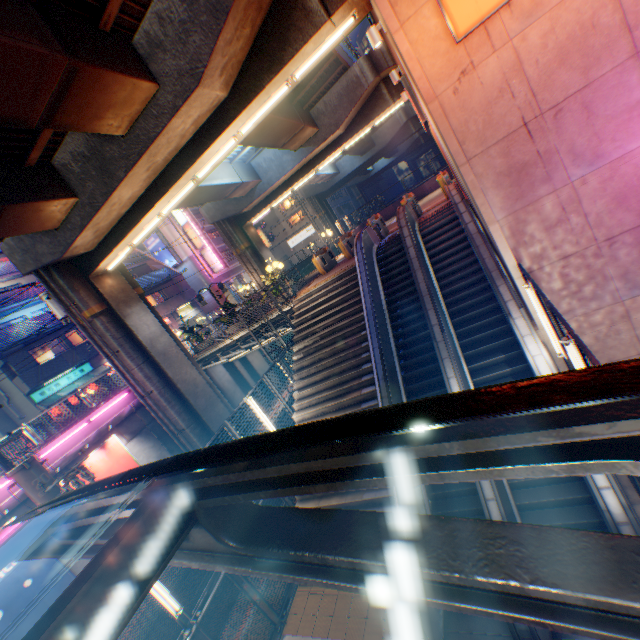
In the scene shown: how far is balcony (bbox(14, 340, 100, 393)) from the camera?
21.81m

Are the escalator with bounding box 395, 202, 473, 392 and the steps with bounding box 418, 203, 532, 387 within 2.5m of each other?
yes

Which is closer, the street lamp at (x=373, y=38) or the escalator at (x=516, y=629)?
the escalator at (x=516, y=629)

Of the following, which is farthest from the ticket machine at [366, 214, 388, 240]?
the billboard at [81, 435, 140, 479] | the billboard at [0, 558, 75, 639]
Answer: the billboard at [0, 558, 75, 639]

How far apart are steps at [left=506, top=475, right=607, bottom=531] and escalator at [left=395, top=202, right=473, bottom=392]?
0.01m

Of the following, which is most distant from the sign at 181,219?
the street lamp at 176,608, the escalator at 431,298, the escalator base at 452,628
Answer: the escalator base at 452,628

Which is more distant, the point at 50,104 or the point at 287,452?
the point at 50,104

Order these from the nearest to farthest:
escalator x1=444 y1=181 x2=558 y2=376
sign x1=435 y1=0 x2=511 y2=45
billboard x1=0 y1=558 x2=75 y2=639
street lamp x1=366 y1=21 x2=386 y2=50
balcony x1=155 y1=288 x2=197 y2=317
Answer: sign x1=435 y1=0 x2=511 y2=45 → escalator x1=444 y1=181 x2=558 y2=376 → street lamp x1=366 y1=21 x2=386 y2=50 → billboard x1=0 y1=558 x2=75 y2=639 → balcony x1=155 y1=288 x2=197 y2=317
